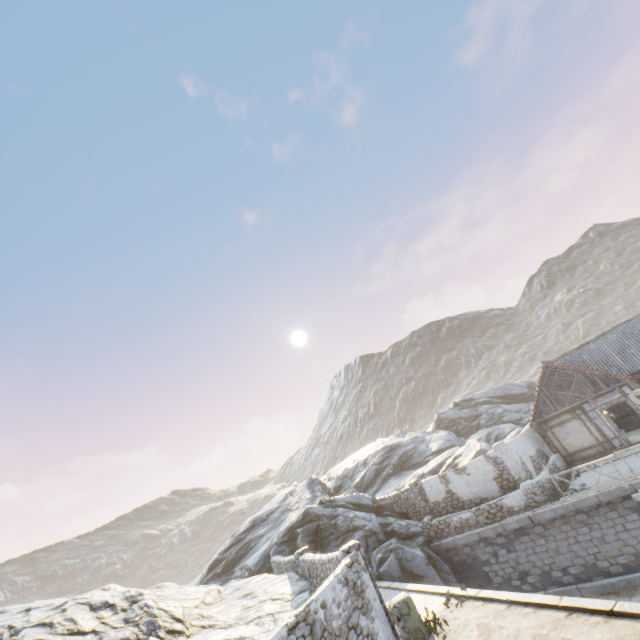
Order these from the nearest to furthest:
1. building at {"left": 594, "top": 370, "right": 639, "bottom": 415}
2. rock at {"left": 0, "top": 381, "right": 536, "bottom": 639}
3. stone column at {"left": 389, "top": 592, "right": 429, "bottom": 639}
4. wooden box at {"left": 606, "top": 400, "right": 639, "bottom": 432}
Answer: stone column at {"left": 389, "top": 592, "right": 429, "bottom": 639} → rock at {"left": 0, "top": 381, "right": 536, "bottom": 639} → building at {"left": 594, "top": 370, "right": 639, "bottom": 415} → wooden box at {"left": 606, "top": 400, "right": 639, "bottom": 432}

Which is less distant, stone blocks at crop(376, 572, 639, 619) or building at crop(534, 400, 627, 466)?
stone blocks at crop(376, 572, 639, 619)

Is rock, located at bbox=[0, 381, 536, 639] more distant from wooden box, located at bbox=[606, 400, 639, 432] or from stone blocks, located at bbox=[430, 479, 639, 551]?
wooden box, located at bbox=[606, 400, 639, 432]

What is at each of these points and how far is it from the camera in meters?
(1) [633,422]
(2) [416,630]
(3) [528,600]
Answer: (1) wooden box, 21.0 m
(2) stone column, 10.2 m
(3) stone blocks, 9.3 m

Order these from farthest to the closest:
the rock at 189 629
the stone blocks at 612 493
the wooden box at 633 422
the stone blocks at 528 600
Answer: the wooden box at 633 422 → the stone blocks at 612 493 → the rock at 189 629 → the stone blocks at 528 600

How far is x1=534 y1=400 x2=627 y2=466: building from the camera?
18.8 meters

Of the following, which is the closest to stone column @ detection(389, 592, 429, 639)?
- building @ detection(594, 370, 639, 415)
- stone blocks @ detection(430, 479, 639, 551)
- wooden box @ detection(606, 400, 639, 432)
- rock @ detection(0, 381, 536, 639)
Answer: stone blocks @ detection(430, 479, 639, 551)

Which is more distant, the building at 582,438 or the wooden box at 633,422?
the wooden box at 633,422
